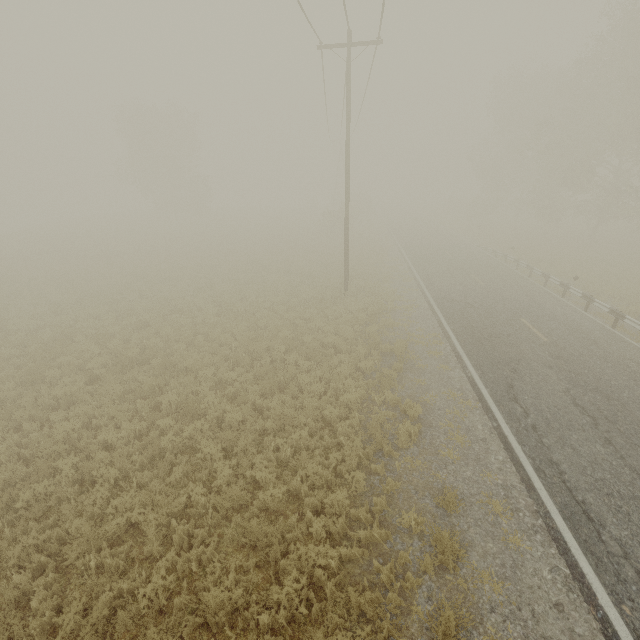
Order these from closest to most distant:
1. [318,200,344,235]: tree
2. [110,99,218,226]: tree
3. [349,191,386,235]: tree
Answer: [318,200,344,235]: tree
[110,99,218,226]: tree
[349,191,386,235]: tree

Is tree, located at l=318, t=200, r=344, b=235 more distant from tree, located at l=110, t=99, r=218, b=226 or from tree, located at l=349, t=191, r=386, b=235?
tree, located at l=110, t=99, r=218, b=226

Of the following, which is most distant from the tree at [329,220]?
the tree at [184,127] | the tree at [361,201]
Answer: the tree at [184,127]

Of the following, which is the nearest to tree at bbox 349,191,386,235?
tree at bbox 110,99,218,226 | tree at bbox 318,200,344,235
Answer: tree at bbox 318,200,344,235

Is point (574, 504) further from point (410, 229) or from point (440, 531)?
point (410, 229)

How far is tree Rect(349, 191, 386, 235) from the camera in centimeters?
4000cm

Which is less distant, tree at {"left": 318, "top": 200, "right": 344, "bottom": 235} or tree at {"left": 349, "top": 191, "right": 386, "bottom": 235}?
tree at {"left": 318, "top": 200, "right": 344, "bottom": 235}

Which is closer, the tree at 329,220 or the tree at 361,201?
the tree at 329,220
